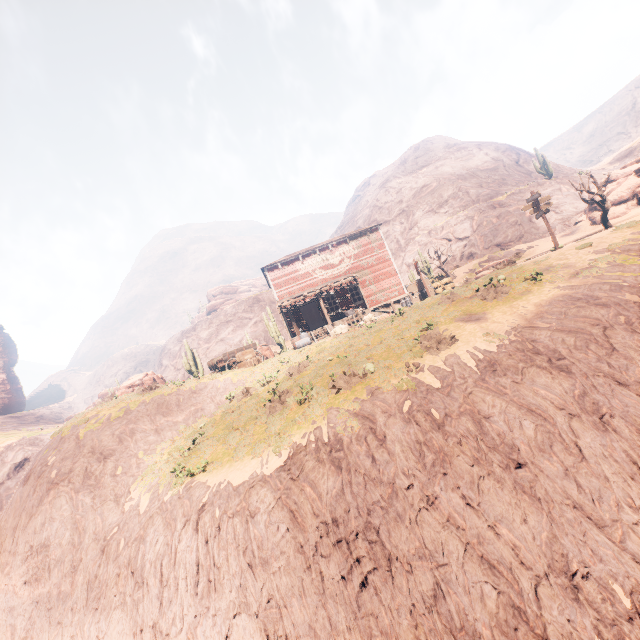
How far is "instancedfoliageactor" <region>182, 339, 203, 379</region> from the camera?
29.0 meters

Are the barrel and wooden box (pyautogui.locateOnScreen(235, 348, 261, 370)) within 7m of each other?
yes

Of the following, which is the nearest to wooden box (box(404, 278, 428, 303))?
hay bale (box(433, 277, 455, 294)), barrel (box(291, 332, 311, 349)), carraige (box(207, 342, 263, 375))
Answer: hay bale (box(433, 277, 455, 294))

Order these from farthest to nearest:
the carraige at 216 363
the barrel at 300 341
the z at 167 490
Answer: the barrel at 300 341 → the carraige at 216 363 → the z at 167 490

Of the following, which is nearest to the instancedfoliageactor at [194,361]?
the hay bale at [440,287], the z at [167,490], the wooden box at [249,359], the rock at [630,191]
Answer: the z at [167,490]

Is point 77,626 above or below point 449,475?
below

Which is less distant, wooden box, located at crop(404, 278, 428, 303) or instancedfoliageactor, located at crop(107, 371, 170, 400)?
instancedfoliageactor, located at crop(107, 371, 170, 400)

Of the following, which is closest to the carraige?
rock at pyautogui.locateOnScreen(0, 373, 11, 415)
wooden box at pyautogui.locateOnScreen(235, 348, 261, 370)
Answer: wooden box at pyautogui.locateOnScreen(235, 348, 261, 370)
